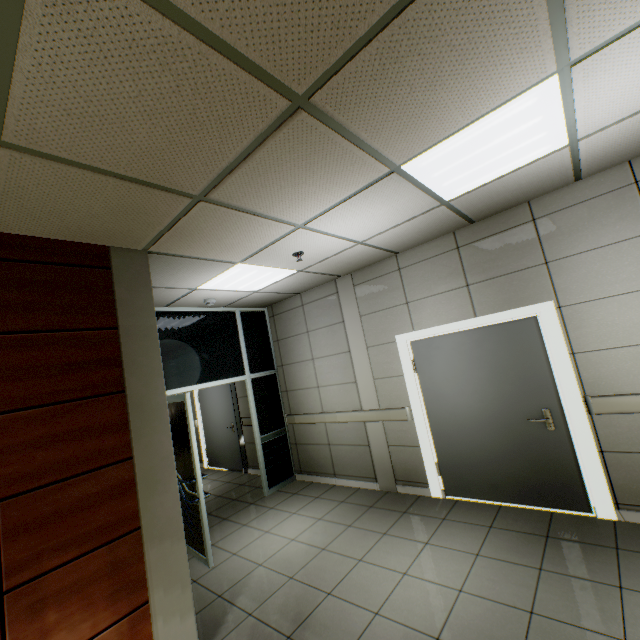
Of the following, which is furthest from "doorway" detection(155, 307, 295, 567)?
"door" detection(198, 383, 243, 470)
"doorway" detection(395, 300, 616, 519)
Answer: "doorway" detection(395, 300, 616, 519)

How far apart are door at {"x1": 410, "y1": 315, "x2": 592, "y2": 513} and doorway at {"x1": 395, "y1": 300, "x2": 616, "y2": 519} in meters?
0.0 m

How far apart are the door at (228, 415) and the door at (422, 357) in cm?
447

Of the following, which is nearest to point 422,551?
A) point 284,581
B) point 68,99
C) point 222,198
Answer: point 284,581

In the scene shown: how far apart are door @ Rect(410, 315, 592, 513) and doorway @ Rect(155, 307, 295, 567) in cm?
274

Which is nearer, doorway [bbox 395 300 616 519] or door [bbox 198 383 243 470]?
doorway [bbox 395 300 616 519]

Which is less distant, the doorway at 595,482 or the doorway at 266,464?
the doorway at 595,482

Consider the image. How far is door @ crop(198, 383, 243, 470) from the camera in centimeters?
720cm
